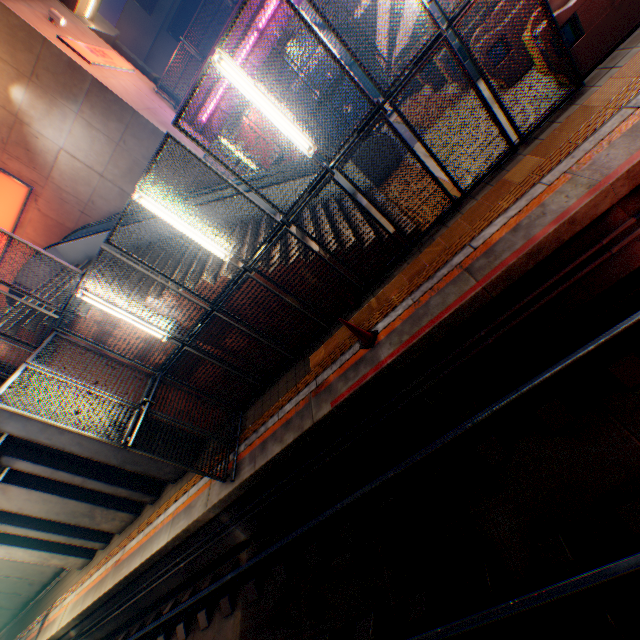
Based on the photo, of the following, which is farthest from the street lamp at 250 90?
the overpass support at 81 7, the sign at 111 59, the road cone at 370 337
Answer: the sign at 111 59

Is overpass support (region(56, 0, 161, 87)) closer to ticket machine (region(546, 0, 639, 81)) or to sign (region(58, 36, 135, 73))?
sign (region(58, 36, 135, 73))

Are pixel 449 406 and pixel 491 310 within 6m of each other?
yes

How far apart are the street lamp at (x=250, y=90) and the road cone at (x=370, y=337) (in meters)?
2.94

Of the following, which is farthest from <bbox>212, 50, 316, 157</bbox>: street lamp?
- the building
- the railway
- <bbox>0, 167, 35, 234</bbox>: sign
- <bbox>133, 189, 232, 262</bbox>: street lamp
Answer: the building

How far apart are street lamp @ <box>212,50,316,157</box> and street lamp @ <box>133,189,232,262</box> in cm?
233

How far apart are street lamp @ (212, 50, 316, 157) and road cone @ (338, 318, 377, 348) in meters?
2.9 m

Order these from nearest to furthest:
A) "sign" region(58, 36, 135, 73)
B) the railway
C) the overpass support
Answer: the railway
"sign" region(58, 36, 135, 73)
the overpass support
